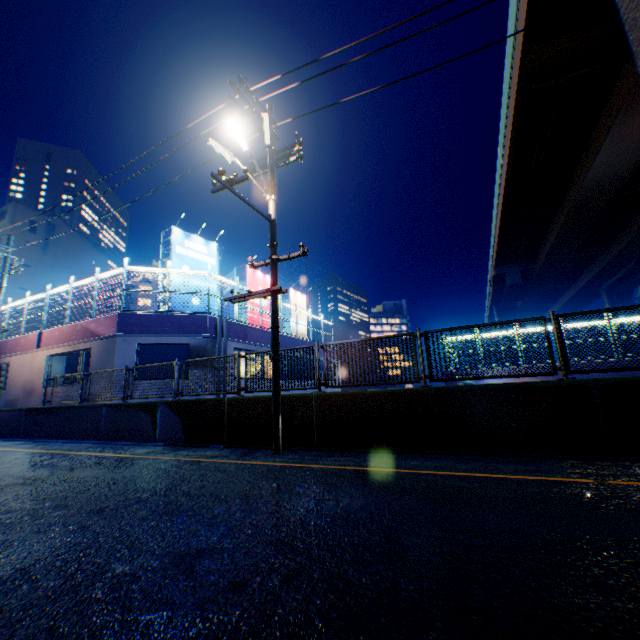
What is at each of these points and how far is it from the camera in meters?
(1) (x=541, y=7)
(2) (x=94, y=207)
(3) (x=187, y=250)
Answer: (1) overpass support, 12.5
(2) building, 60.0
(3) billboard, 16.8

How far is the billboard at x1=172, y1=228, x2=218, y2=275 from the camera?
16.3 meters

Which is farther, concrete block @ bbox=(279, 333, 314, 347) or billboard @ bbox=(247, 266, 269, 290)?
billboard @ bbox=(247, 266, 269, 290)

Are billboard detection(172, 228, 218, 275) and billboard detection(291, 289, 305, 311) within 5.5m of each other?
no

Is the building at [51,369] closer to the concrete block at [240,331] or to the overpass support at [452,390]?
the concrete block at [240,331]

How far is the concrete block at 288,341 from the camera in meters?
21.0 m

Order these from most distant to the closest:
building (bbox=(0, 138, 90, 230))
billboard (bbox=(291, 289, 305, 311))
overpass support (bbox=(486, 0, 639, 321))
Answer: building (bbox=(0, 138, 90, 230))
billboard (bbox=(291, 289, 305, 311))
overpass support (bbox=(486, 0, 639, 321))

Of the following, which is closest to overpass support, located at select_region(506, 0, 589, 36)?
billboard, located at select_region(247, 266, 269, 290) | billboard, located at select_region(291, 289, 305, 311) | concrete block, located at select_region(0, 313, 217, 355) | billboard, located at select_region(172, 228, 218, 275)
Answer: concrete block, located at select_region(0, 313, 217, 355)
